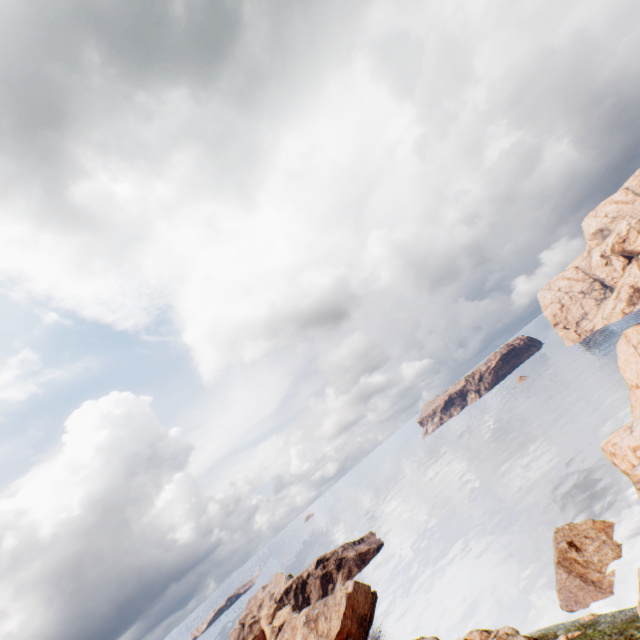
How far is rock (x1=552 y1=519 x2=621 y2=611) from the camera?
37.2 meters

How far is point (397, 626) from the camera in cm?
5934

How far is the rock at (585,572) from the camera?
37.25m

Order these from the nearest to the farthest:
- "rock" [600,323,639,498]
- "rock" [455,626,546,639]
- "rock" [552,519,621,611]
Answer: "rock" [600,323,639,498] → "rock" [455,626,546,639] → "rock" [552,519,621,611]

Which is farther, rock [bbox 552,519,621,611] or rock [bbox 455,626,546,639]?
rock [bbox 552,519,621,611]

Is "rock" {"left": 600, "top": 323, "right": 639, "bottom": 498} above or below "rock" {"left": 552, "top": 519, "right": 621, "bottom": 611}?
above

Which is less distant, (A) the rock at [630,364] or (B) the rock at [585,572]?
(A) the rock at [630,364]
